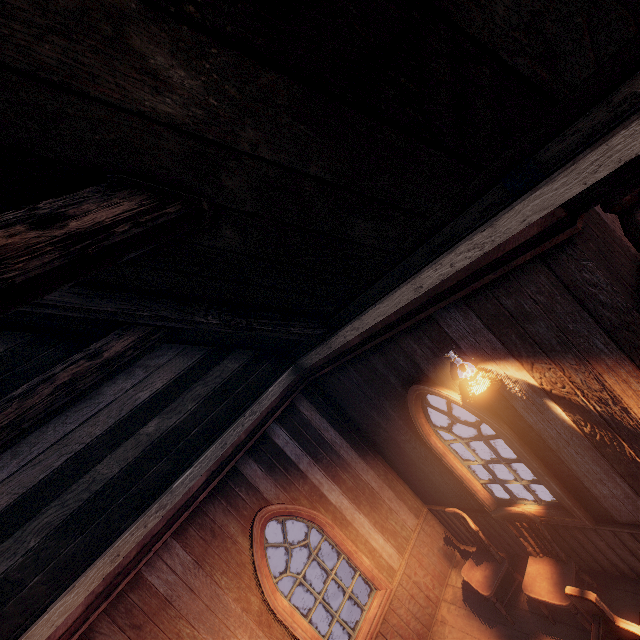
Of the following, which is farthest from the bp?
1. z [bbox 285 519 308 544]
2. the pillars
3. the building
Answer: z [bbox 285 519 308 544]

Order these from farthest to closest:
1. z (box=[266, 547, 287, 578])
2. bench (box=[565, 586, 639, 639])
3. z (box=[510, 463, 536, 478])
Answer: z (box=[266, 547, 287, 578]) → z (box=[510, 463, 536, 478]) → bench (box=[565, 586, 639, 639])

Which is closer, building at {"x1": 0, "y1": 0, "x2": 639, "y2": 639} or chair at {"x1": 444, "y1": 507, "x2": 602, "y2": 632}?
building at {"x1": 0, "y1": 0, "x2": 639, "y2": 639}

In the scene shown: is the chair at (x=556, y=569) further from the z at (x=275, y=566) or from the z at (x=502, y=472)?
the z at (x=275, y=566)

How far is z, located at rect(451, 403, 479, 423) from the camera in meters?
9.4

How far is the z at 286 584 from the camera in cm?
938

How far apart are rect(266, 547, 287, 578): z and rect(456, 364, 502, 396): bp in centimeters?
1035cm

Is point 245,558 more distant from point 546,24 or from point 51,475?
point 546,24
